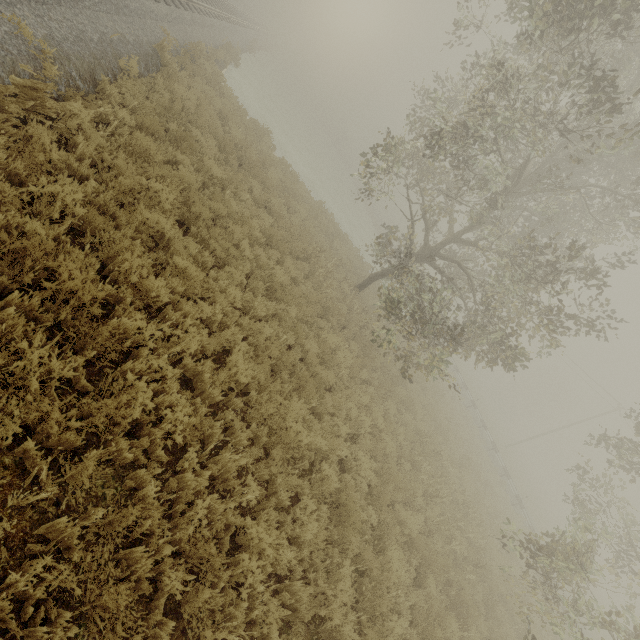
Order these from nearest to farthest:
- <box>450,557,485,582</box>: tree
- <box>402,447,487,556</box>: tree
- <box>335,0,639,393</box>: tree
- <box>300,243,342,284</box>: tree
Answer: <box>335,0,639,393</box>: tree, <box>450,557,485,582</box>: tree, <box>402,447,487,556</box>: tree, <box>300,243,342,284</box>: tree

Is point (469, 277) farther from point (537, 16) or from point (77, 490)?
point (77, 490)

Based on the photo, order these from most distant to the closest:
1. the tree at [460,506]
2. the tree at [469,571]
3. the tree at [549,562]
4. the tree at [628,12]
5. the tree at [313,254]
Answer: the tree at [313,254]
the tree at [460,506]
the tree at [469,571]
the tree at [549,562]
the tree at [628,12]

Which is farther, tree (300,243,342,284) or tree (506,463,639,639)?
tree (300,243,342,284)

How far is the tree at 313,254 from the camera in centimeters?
1169cm

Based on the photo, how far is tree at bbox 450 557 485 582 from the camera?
8.8m
